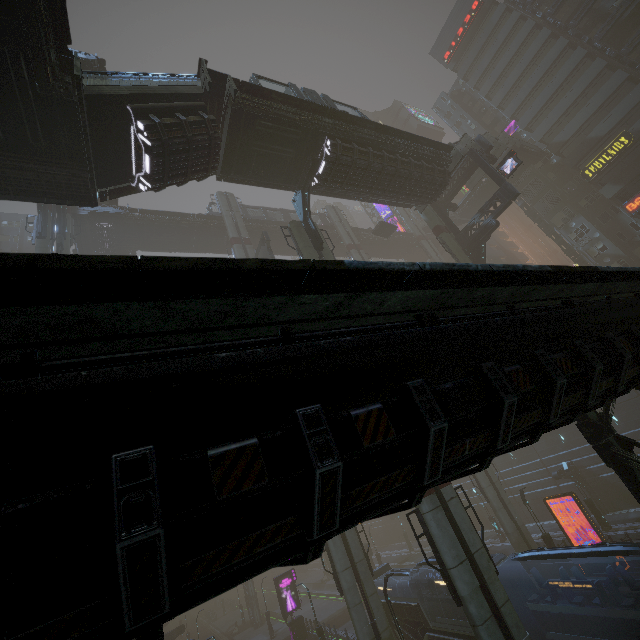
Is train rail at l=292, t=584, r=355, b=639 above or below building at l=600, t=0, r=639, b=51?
below

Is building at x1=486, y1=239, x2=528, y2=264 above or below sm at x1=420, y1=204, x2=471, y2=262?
above

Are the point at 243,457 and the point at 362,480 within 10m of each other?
yes

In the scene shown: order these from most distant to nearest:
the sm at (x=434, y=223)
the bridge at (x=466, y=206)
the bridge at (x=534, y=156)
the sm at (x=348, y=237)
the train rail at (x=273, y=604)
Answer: the train rail at (x=273, y=604) → the bridge at (x=466, y=206) → the sm at (x=348, y=237) → the bridge at (x=534, y=156) → the sm at (x=434, y=223)

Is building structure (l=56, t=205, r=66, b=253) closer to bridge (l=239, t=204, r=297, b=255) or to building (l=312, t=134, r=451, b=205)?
bridge (l=239, t=204, r=297, b=255)

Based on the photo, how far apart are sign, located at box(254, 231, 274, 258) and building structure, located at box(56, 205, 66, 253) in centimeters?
1542cm

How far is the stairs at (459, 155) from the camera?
25.6m

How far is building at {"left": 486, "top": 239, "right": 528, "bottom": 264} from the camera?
55.2m
